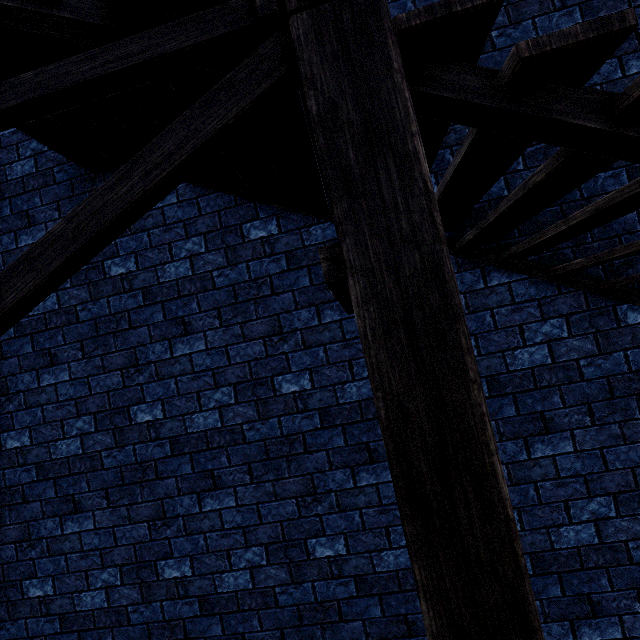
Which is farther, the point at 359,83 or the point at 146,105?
the point at 146,105
